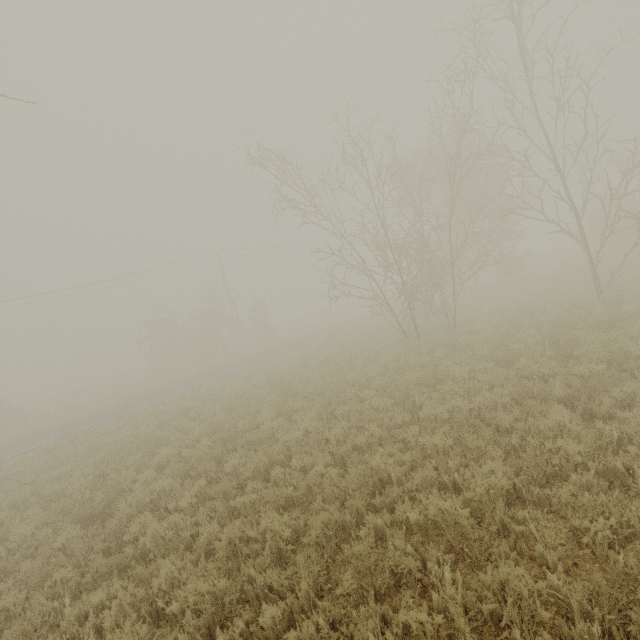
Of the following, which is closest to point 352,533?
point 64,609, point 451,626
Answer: point 451,626
